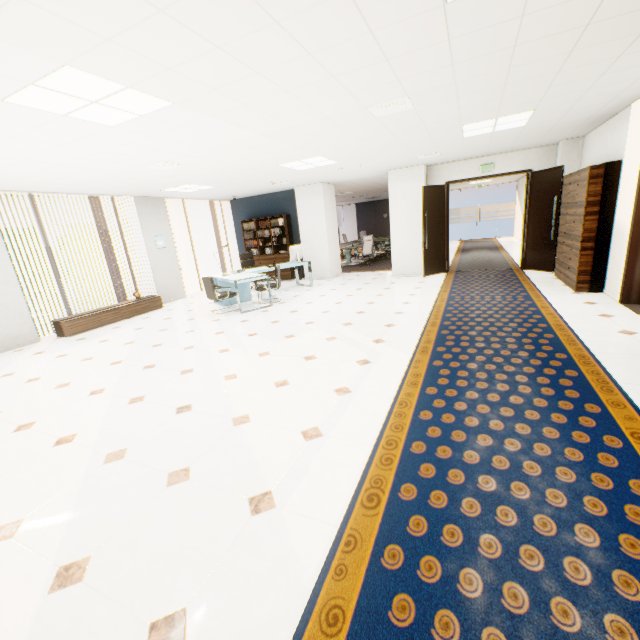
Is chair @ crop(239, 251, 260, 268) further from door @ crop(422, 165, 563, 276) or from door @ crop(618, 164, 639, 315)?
door @ crop(618, 164, 639, 315)

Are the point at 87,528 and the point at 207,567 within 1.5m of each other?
yes

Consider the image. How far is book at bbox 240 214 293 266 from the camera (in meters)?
10.98

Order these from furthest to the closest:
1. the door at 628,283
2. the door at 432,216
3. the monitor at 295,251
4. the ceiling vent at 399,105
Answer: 1. the monitor at 295,251
2. the door at 432,216
3. the door at 628,283
4. the ceiling vent at 399,105

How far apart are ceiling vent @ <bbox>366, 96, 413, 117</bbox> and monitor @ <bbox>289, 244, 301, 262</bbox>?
5.20m

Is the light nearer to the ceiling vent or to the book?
→ the ceiling vent

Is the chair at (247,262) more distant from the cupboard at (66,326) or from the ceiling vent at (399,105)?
the ceiling vent at (399,105)

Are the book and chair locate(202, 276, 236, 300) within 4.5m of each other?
yes
